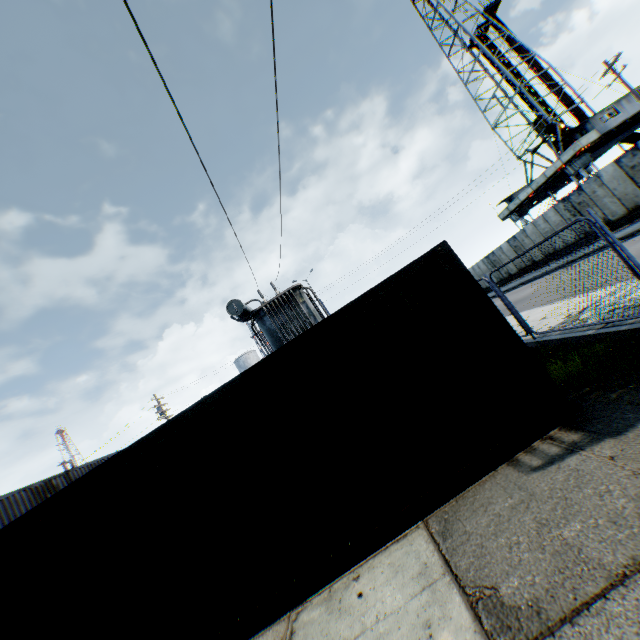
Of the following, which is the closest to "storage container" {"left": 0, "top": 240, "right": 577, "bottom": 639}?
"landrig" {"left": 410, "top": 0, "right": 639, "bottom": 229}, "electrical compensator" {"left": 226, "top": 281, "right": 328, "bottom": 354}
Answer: "electrical compensator" {"left": 226, "top": 281, "right": 328, "bottom": 354}

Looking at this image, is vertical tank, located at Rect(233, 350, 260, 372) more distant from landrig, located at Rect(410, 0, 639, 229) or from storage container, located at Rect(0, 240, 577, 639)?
landrig, located at Rect(410, 0, 639, 229)

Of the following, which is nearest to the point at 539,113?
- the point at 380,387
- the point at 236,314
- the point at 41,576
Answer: the point at 236,314

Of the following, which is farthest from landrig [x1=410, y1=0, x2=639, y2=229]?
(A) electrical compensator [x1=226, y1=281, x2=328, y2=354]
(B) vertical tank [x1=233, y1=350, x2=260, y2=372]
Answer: (B) vertical tank [x1=233, y1=350, x2=260, y2=372]

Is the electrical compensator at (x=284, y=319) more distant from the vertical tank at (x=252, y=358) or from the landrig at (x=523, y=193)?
the vertical tank at (x=252, y=358)

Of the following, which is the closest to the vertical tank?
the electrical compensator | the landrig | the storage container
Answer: the electrical compensator

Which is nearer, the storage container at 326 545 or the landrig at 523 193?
the storage container at 326 545

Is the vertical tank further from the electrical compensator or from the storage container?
the storage container
